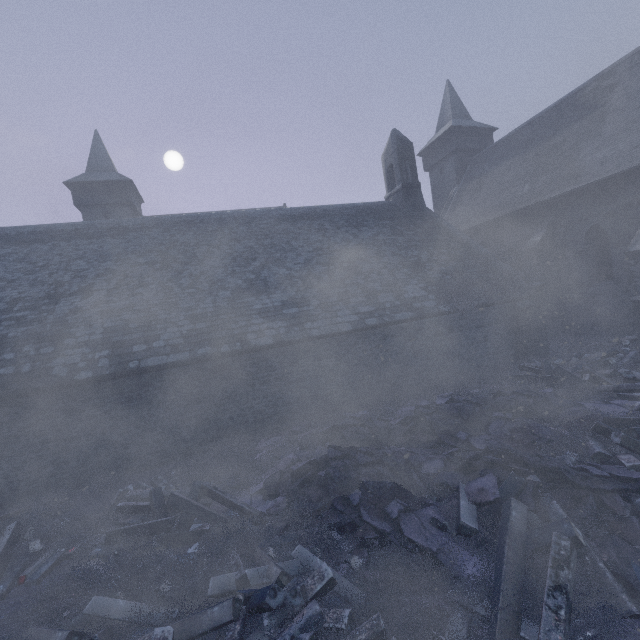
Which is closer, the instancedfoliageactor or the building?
the instancedfoliageactor

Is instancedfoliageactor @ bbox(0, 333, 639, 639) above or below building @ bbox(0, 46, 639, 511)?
below

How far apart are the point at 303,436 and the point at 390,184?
15.9m

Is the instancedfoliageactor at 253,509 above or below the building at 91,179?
below

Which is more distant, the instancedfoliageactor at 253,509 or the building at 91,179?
the building at 91,179
